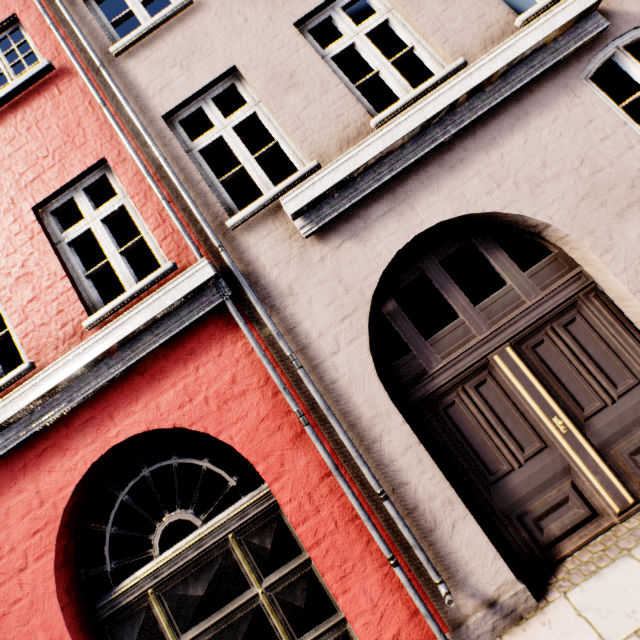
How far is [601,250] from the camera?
3.20m
